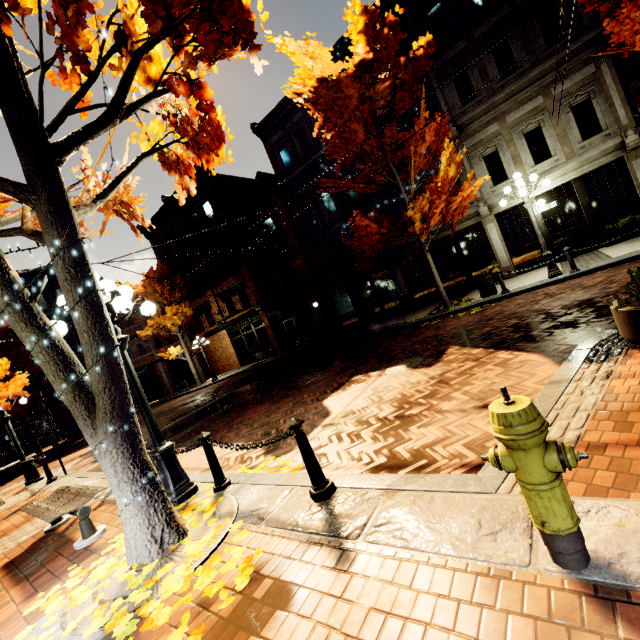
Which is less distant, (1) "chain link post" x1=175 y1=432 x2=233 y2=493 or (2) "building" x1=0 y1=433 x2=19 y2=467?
(1) "chain link post" x1=175 y1=432 x2=233 y2=493

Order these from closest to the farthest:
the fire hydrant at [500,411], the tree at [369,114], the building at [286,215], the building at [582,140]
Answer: the fire hydrant at [500,411], the tree at [369,114], the building at [582,140], the building at [286,215]

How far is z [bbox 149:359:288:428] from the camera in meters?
15.3

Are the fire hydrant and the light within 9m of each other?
yes

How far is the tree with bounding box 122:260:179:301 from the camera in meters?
24.0 m

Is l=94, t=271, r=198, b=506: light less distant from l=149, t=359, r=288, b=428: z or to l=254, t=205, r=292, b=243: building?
l=254, t=205, r=292, b=243: building

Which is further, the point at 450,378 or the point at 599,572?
the point at 450,378

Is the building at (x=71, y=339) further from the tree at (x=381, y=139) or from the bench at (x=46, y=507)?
the bench at (x=46, y=507)
